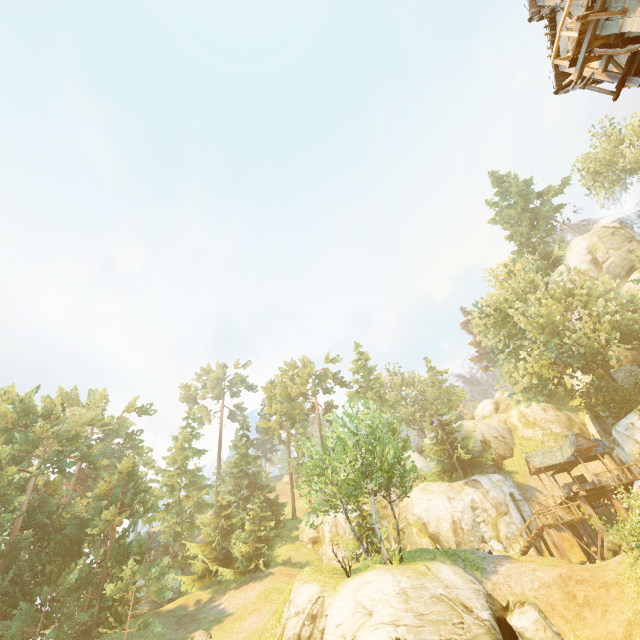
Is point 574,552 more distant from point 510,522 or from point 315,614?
point 315,614

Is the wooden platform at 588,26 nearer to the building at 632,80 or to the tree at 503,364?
the building at 632,80

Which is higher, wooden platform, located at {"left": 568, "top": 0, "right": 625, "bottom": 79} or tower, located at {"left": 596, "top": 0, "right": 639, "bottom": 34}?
wooden platform, located at {"left": 568, "top": 0, "right": 625, "bottom": 79}

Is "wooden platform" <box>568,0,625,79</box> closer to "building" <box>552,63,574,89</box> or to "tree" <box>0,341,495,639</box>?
"building" <box>552,63,574,89</box>

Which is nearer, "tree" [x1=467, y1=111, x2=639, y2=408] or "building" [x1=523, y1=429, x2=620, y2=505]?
"building" [x1=523, y1=429, x2=620, y2=505]

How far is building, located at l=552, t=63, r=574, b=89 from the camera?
12.4m

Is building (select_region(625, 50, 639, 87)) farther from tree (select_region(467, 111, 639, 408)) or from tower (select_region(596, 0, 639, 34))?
tree (select_region(467, 111, 639, 408))

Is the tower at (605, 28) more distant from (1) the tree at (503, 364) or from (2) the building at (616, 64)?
(1) the tree at (503, 364)
